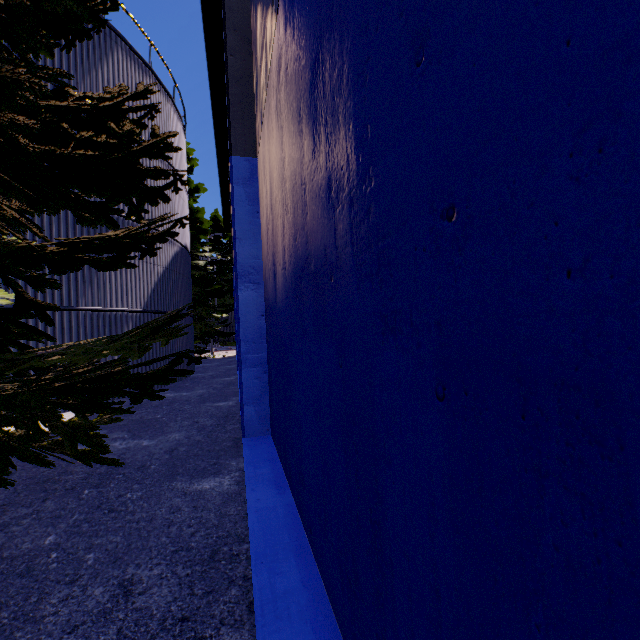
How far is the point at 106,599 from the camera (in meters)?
2.37

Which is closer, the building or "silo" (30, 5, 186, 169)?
the building

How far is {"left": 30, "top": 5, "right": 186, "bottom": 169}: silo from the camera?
9.3m

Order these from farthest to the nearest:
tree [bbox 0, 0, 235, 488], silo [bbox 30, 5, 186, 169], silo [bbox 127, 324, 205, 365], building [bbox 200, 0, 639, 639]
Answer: silo [bbox 127, 324, 205, 365] → silo [bbox 30, 5, 186, 169] → tree [bbox 0, 0, 235, 488] → building [bbox 200, 0, 639, 639]

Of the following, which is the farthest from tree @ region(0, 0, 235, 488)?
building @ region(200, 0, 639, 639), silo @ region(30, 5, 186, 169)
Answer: building @ region(200, 0, 639, 639)

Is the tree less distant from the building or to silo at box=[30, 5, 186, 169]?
silo at box=[30, 5, 186, 169]

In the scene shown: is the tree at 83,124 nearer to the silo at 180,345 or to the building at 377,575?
the silo at 180,345

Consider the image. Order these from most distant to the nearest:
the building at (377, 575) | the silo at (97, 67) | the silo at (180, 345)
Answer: the silo at (180, 345)
the silo at (97, 67)
the building at (377, 575)
